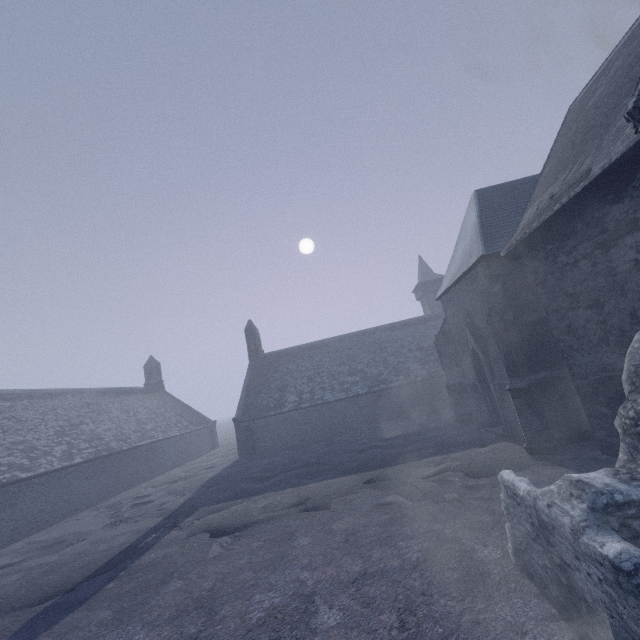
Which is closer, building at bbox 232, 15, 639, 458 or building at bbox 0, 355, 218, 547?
building at bbox 232, 15, 639, 458

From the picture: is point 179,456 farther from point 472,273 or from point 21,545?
point 472,273

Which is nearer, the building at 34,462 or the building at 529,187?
the building at 529,187
